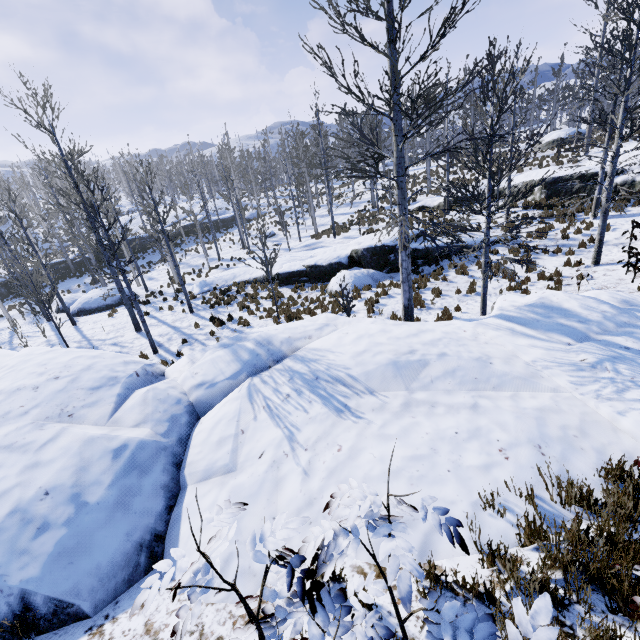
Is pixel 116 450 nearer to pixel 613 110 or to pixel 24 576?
pixel 24 576

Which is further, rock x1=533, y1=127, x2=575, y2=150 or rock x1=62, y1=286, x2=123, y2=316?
rock x1=533, y1=127, x2=575, y2=150

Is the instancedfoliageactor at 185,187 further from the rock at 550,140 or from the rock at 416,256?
the rock at 416,256

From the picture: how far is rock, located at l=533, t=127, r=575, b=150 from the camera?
28.1m

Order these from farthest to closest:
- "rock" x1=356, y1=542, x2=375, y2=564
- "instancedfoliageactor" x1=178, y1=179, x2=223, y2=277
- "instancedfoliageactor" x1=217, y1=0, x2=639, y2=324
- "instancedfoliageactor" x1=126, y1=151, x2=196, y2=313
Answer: "instancedfoliageactor" x1=178, y1=179, x2=223, y2=277 < "instancedfoliageactor" x1=126, y1=151, x2=196, y2=313 < "instancedfoliageactor" x1=217, y1=0, x2=639, y2=324 < "rock" x1=356, y1=542, x2=375, y2=564

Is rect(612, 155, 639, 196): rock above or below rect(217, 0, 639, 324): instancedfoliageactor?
below

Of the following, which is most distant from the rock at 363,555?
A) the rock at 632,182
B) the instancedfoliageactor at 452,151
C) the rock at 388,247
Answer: the rock at 632,182

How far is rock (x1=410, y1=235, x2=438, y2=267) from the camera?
16.5m
